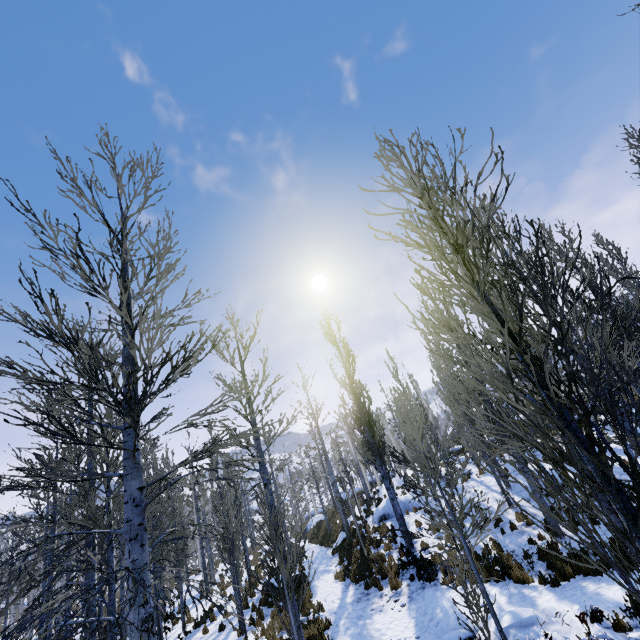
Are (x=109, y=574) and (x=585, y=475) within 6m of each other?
no

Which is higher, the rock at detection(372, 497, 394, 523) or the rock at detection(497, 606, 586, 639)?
the rock at detection(372, 497, 394, 523)

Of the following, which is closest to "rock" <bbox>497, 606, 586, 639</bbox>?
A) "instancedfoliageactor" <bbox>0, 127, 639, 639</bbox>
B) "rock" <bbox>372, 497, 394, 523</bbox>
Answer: "instancedfoliageactor" <bbox>0, 127, 639, 639</bbox>

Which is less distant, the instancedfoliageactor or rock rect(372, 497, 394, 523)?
the instancedfoliageactor

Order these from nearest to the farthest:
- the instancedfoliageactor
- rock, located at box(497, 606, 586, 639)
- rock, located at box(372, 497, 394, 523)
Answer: the instancedfoliageactor → rock, located at box(497, 606, 586, 639) → rock, located at box(372, 497, 394, 523)

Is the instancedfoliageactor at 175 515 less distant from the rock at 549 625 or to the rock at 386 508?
the rock at 549 625

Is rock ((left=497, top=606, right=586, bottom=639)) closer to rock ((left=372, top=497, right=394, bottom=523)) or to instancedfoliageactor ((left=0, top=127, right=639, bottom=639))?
instancedfoliageactor ((left=0, top=127, right=639, bottom=639))

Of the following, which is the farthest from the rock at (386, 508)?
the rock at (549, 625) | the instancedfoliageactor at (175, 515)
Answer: the rock at (549, 625)
